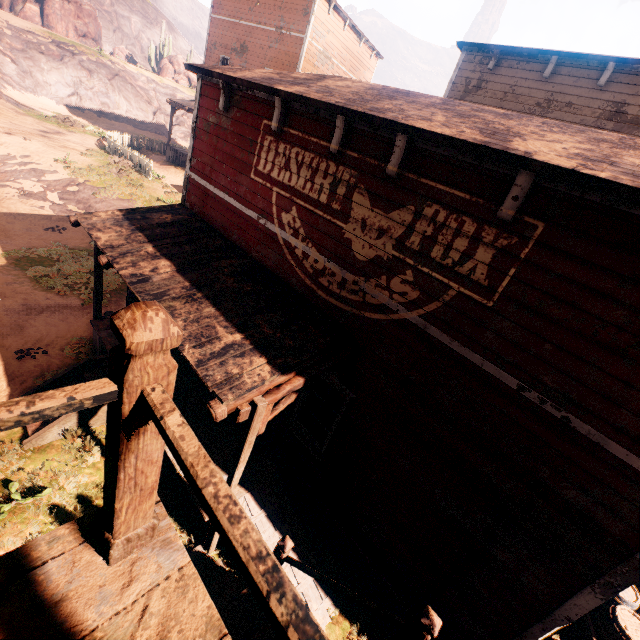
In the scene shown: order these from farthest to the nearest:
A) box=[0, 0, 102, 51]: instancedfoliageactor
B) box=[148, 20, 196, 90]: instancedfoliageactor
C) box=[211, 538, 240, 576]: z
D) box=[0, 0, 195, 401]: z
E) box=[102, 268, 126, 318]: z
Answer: box=[148, 20, 196, 90]: instancedfoliageactor
box=[0, 0, 102, 51]: instancedfoliageactor
box=[102, 268, 126, 318]: z
box=[0, 0, 195, 401]: z
box=[211, 538, 240, 576]: z

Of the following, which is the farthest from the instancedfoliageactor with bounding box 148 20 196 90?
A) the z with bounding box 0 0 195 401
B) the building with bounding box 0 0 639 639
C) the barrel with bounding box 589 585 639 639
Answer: the barrel with bounding box 589 585 639 639

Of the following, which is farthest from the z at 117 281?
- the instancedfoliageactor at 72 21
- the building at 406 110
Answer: the instancedfoliageactor at 72 21

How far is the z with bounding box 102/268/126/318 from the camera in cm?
1030

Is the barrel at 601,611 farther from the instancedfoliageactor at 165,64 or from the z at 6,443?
the instancedfoliageactor at 165,64

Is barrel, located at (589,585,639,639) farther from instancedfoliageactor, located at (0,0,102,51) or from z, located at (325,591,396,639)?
instancedfoliageactor, located at (0,0,102,51)

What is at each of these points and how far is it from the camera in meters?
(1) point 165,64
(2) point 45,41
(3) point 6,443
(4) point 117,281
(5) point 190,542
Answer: (1) instancedfoliageactor, 40.7 m
(2) z, 29.6 m
(3) z, 6.1 m
(4) z, 11.8 m
(5) z, 5.7 m
